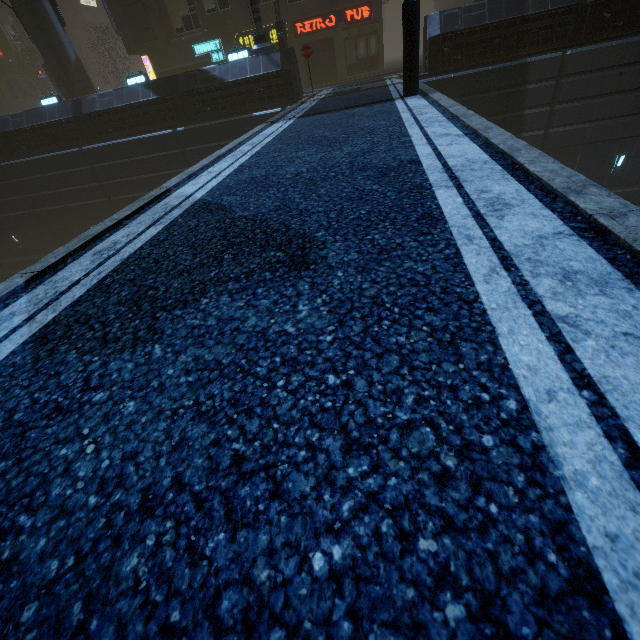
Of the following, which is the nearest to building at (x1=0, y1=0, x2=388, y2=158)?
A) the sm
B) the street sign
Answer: the sm

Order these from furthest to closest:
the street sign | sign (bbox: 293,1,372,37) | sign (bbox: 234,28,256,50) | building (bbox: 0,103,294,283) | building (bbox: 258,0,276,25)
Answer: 1. sign (bbox: 234,28,256,50)
2. building (bbox: 258,0,276,25)
3. sign (bbox: 293,1,372,37)
4. building (bbox: 0,103,294,283)
5. the street sign

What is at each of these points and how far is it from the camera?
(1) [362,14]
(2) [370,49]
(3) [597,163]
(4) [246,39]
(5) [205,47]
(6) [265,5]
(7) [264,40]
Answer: (1) sign, 21.2m
(2) building, 22.6m
(3) building, 15.4m
(4) sign, 22.7m
(5) sign, 23.3m
(6) building, 21.6m
(7) street sign, 14.9m

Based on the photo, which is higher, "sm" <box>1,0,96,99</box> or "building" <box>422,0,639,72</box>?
"sm" <box>1,0,96,99</box>

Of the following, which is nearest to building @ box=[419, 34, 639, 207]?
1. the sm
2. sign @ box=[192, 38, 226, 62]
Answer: sign @ box=[192, 38, 226, 62]

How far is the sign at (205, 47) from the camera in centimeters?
2312cm

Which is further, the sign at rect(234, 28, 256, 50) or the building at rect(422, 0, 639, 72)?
the sign at rect(234, 28, 256, 50)

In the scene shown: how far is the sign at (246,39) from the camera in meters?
22.4 m
